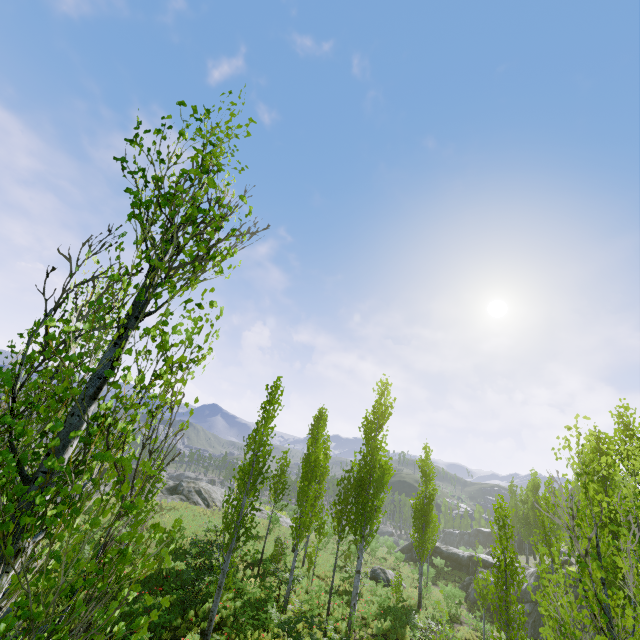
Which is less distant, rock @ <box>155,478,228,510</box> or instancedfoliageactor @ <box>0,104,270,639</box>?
instancedfoliageactor @ <box>0,104,270,639</box>

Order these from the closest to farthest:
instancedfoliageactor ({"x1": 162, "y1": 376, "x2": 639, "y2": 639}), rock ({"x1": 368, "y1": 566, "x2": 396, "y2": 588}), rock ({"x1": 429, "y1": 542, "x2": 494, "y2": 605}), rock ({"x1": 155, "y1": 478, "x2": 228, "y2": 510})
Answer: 1. instancedfoliageactor ({"x1": 162, "y1": 376, "x2": 639, "y2": 639})
2. rock ({"x1": 368, "y1": 566, "x2": 396, "y2": 588})
3. rock ({"x1": 429, "y1": 542, "x2": 494, "y2": 605})
4. rock ({"x1": 155, "y1": 478, "x2": 228, "y2": 510})

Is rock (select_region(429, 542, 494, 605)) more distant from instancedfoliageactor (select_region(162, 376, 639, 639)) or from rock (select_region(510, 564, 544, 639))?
instancedfoliageactor (select_region(162, 376, 639, 639))

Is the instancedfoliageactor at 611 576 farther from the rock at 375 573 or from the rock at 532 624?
the rock at 375 573

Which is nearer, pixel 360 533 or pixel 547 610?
pixel 547 610

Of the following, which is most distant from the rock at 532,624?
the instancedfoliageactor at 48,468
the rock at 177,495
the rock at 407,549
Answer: the rock at 177,495

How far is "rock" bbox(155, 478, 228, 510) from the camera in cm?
3173

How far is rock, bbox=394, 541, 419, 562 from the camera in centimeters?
4053cm
